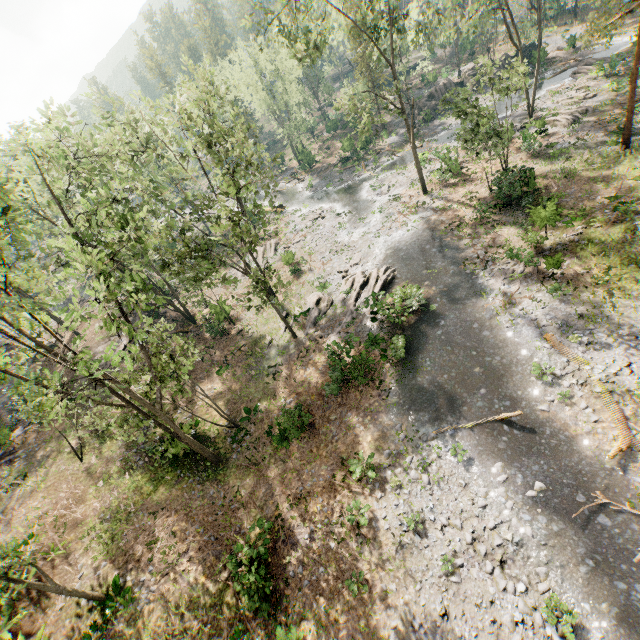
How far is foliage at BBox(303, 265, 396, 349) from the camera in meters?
23.5

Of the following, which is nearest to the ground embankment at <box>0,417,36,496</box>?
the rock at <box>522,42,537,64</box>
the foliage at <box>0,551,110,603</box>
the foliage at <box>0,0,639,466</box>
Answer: the foliage at <box>0,0,639,466</box>

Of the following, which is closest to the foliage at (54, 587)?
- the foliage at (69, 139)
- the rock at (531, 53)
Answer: the foliage at (69, 139)

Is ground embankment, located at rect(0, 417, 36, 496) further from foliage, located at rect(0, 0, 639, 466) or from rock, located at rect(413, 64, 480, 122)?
rock, located at rect(413, 64, 480, 122)

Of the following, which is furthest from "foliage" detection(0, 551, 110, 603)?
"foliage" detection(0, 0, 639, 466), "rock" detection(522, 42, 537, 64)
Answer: "rock" detection(522, 42, 537, 64)

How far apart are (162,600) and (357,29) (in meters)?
41.88

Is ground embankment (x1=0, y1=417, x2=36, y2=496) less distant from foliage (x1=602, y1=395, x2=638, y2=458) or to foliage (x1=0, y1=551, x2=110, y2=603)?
foliage (x1=602, y1=395, x2=638, y2=458)

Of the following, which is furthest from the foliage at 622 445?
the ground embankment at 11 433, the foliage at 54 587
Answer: the foliage at 54 587
